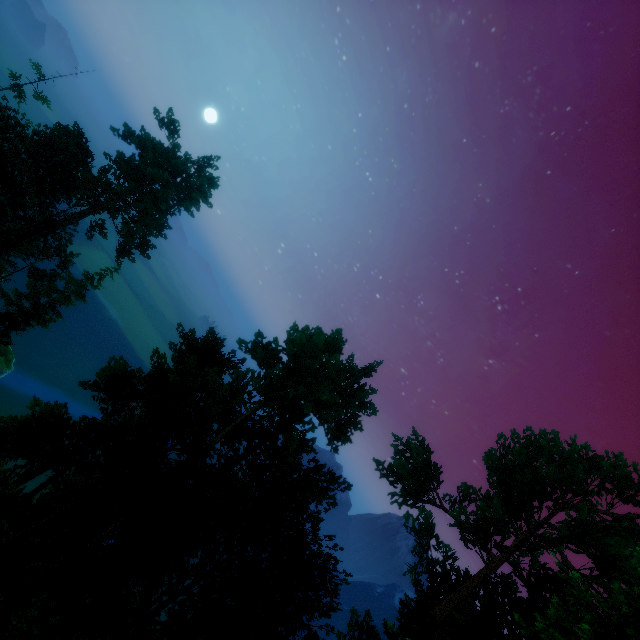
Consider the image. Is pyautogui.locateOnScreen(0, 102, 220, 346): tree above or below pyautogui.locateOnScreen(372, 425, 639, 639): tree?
below

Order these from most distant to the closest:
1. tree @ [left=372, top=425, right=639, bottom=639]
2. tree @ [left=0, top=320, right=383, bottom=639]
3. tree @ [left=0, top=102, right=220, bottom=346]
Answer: tree @ [left=0, top=102, right=220, bottom=346] → tree @ [left=0, top=320, right=383, bottom=639] → tree @ [left=372, top=425, right=639, bottom=639]

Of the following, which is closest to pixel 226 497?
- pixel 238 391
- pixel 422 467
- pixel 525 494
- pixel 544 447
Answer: pixel 238 391

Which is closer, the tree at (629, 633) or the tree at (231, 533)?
the tree at (629, 633)

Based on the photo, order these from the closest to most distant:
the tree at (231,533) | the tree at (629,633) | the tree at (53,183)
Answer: the tree at (629,633)
the tree at (231,533)
the tree at (53,183)

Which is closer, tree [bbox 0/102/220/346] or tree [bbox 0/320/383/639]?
tree [bbox 0/320/383/639]
